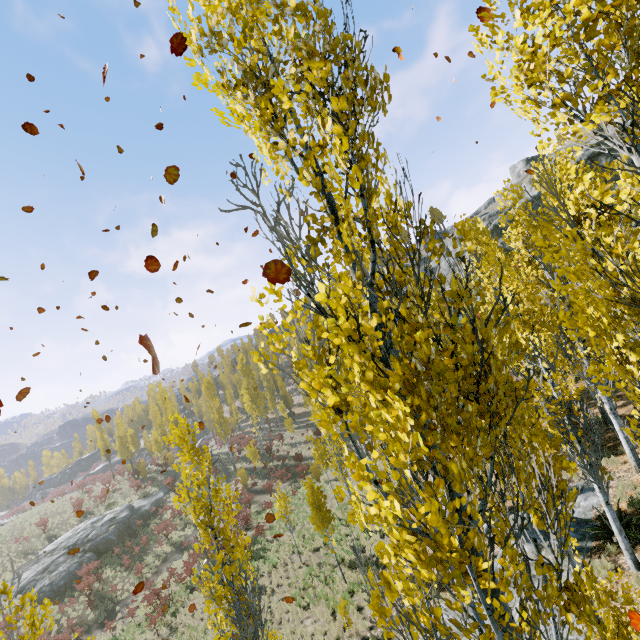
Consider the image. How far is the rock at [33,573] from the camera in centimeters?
2567cm

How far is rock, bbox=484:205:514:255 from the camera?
42.50m

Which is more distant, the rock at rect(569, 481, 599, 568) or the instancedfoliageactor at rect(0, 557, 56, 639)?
the rock at rect(569, 481, 599, 568)

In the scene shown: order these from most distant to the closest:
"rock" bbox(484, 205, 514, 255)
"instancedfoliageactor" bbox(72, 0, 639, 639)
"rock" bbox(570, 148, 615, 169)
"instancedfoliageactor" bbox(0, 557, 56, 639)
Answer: "rock" bbox(484, 205, 514, 255), "rock" bbox(570, 148, 615, 169), "instancedfoliageactor" bbox(0, 557, 56, 639), "instancedfoliageactor" bbox(72, 0, 639, 639)

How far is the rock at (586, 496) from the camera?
8.9m

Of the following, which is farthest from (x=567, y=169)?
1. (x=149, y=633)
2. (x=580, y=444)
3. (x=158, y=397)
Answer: (x=158, y=397)

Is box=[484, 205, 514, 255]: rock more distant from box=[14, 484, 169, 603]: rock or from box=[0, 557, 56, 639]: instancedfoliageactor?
box=[14, 484, 169, 603]: rock
